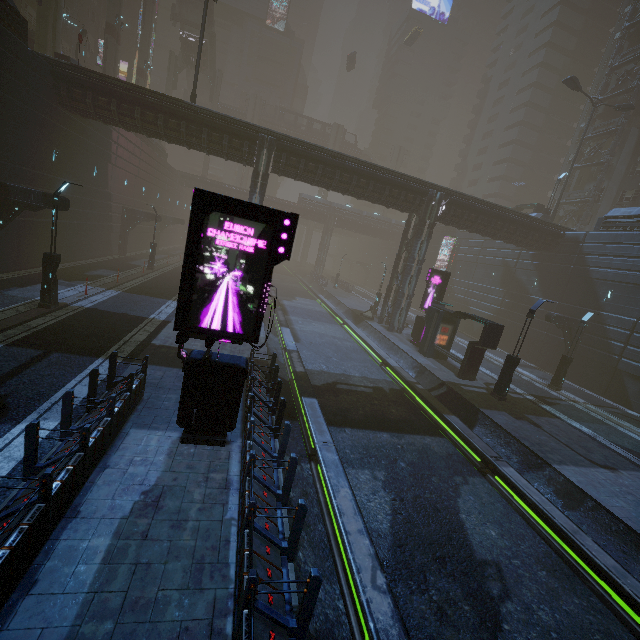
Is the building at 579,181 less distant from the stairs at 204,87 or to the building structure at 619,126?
the building structure at 619,126

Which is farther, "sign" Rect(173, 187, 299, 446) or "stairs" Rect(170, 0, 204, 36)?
"stairs" Rect(170, 0, 204, 36)

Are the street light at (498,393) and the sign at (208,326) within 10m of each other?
no

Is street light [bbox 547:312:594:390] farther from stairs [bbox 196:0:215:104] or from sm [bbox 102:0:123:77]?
stairs [bbox 196:0:215:104]

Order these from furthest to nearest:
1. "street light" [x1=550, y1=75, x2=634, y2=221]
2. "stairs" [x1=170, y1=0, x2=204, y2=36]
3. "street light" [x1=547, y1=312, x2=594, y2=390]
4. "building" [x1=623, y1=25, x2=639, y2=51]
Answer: "stairs" [x1=170, y1=0, x2=204, y2=36]
"building" [x1=623, y1=25, x2=639, y2=51]
"street light" [x1=550, y1=75, x2=634, y2=221]
"street light" [x1=547, y1=312, x2=594, y2=390]

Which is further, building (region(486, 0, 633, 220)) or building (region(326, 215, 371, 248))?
building (region(326, 215, 371, 248))

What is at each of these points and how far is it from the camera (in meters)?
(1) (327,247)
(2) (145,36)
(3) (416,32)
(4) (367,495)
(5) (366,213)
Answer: (1) building, 59.97
(2) sm, 40.50
(3) taxi, 55.22
(4) train rail, 9.39
(5) building, 59.19

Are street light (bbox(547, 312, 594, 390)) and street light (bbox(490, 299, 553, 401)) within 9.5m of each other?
yes
